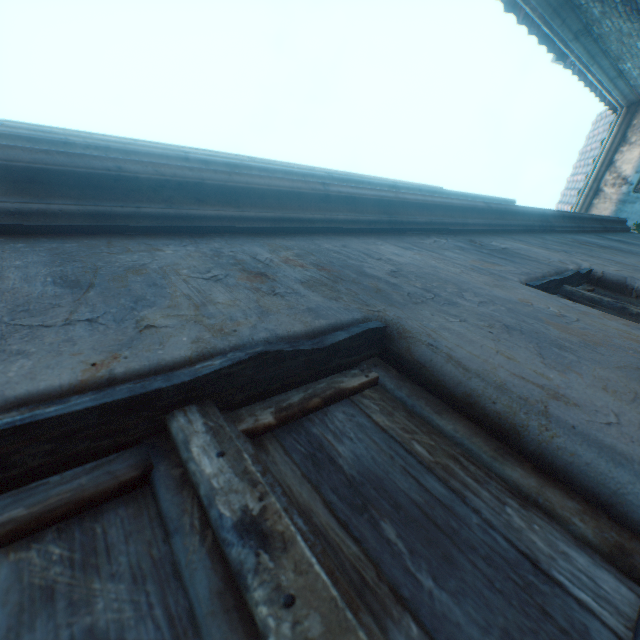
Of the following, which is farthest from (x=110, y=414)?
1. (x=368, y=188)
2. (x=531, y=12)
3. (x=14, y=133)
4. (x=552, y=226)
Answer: (x=531, y=12)
